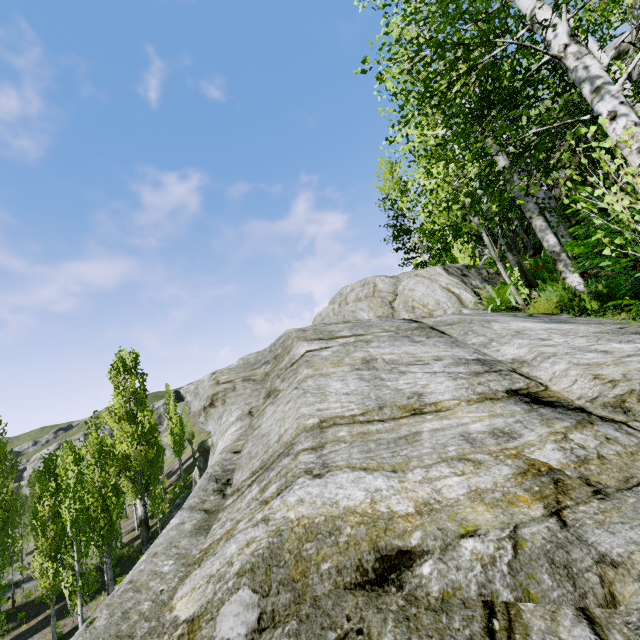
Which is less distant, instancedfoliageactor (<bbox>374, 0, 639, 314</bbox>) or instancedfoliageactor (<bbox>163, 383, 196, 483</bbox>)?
instancedfoliageactor (<bbox>374, 0, 639, 314</bbox>)

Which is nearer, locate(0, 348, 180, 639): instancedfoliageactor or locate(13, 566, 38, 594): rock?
locate(0, 348, 180, 639): instancedfoliageactor

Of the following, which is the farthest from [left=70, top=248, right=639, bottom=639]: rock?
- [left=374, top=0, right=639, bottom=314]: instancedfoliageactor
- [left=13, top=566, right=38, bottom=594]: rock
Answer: [left=13, top=566, right=38, bottom=594]: rock

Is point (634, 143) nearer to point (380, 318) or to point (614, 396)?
point (614, 396)

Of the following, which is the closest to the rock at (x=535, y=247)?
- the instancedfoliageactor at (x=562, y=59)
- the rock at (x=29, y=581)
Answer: the instancedfoliageactor at (x=562, y=59)

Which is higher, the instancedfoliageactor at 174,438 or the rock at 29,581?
the instancedfoliageactor at 174,438

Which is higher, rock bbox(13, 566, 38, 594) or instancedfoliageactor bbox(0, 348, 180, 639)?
instancedfoliageactor bbox(0, 348, 180, 639)

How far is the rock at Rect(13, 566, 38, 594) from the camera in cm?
2594
